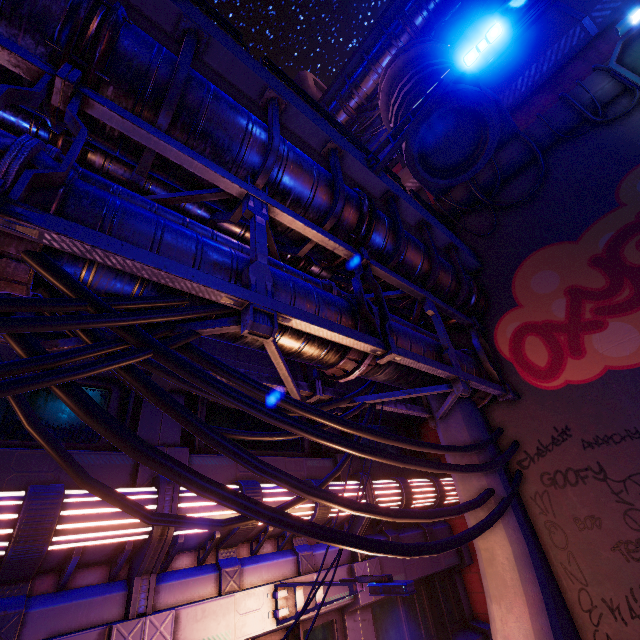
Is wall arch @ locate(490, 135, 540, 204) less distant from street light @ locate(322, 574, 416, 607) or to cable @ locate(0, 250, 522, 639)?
cable @ locate(0, 250, 522, 639)

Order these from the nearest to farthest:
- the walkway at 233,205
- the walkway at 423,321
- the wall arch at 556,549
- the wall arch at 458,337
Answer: the walkway at 233,205, the wall arch at 556,549, the walkway at 423,321, the wall arch at 458,337

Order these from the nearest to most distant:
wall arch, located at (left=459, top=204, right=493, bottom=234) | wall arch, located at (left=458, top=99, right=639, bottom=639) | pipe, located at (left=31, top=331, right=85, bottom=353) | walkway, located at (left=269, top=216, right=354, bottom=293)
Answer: pipe, located at (left=31, top=331, right=85, bottom=353) → walkway, located at (left=269, top=216, right=354, bottom=293) → wall arch, located at (left=458, top=99, right=639, bottom=639) → wall arch, located at (left=459, top=204, right=493, bottom=234)

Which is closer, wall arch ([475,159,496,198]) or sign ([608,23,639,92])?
sign ([608,23,639,92])

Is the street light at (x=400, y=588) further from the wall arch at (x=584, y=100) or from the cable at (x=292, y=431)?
the wall arch at (x=584, y=100)

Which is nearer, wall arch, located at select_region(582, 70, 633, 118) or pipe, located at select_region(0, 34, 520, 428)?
pipe, located at select_region(0, 34, 520, 428)

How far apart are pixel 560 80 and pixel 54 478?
19.88m

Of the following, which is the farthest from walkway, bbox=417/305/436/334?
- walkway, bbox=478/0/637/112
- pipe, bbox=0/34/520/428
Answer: walkway, bbox=478/0/637/112
